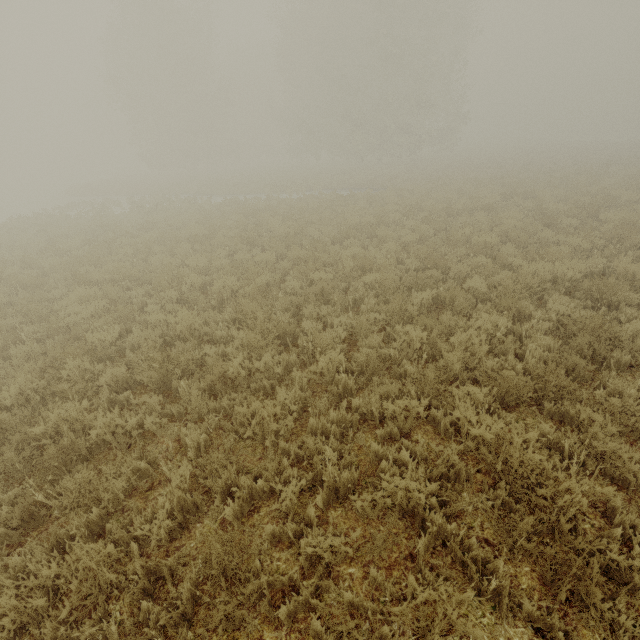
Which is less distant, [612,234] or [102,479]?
[102,479]
